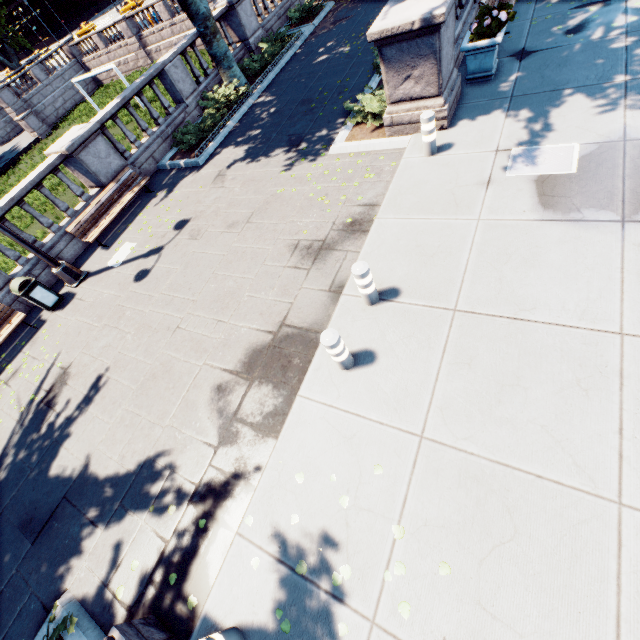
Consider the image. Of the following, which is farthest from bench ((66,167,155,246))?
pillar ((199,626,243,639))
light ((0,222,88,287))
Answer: pillar ((199,626,243,639))

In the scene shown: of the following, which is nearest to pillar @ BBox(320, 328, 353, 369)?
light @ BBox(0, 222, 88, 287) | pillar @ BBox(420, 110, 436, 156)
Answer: pillar @ BBox(420, 110, 436, 156)

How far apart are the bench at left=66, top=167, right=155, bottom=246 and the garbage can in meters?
1.7 m

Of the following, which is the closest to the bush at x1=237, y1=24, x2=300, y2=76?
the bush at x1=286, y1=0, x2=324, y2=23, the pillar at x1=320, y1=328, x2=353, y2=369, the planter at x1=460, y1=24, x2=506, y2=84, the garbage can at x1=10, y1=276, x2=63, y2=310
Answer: the bush at x1=286, y1=0, x2=324, y2=23

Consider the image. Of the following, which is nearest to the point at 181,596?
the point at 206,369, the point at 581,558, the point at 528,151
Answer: the point at 206,369

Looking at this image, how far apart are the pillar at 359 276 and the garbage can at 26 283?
9.0m

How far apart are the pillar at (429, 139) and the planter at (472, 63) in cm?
237

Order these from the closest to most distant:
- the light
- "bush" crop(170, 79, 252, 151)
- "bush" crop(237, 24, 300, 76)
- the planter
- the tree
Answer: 1. the planter
2. the light
3. the tree
4. "bush" crop(170, 79, 252, 151)
5. "bush" crop(237, 24, 300, 76)
